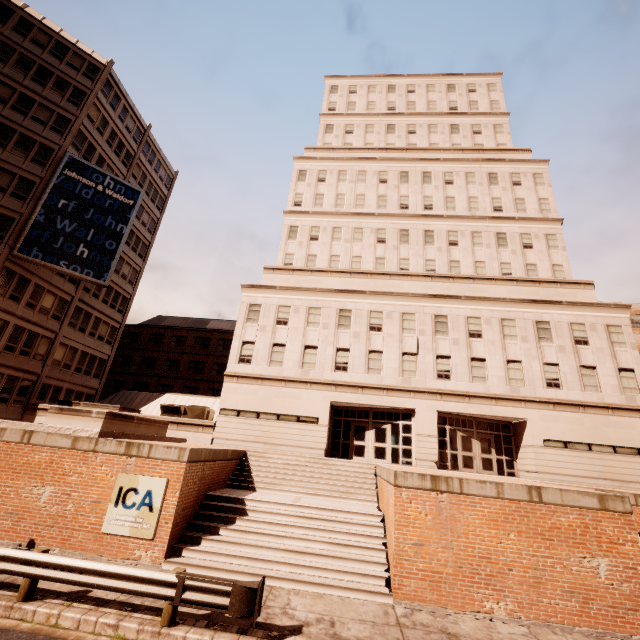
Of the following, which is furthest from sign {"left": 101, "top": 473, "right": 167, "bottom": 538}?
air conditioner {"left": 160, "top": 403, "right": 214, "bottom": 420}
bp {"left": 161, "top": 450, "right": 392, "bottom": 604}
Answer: air conditioner {"left": 160, "top": 403, "right": 214, "bottom": 420}

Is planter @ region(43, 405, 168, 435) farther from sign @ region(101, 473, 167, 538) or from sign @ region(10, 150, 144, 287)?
sign @ region(10, 150, 144, 287)

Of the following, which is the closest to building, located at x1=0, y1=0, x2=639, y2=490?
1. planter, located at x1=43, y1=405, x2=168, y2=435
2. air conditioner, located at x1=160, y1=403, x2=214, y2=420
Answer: air conditioner, located at x1=160, y1=403, x2=214, y2=420

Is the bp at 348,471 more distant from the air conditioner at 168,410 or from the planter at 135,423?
the air conditioner at 168,410

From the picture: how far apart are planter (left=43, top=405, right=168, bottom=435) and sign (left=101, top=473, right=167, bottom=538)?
2.55m

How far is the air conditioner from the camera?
23.6m

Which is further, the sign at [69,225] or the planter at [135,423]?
the sign at [69,225]

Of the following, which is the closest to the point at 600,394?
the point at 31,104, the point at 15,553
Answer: the point at 15,553
